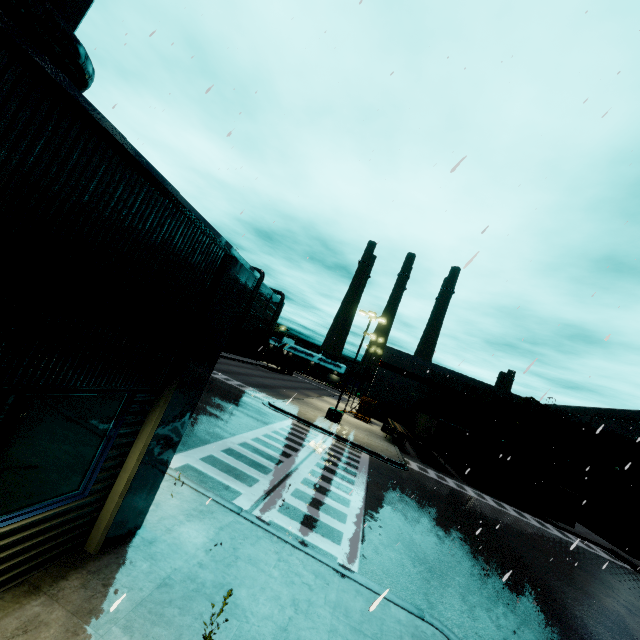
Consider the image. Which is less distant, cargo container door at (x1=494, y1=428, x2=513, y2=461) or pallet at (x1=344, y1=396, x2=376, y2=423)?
cargo container door at (x1=494, y1=428, x2=513, y2=461)

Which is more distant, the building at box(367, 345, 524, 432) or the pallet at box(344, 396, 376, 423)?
the building at box(367, 345, 524, 432)

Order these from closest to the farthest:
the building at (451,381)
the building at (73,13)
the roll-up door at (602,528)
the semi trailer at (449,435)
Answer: the building at (73,13), the roll-up door at (602,528), the semi trailer at (449,435), the building at (451,381)

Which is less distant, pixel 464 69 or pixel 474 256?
pixel 474 256

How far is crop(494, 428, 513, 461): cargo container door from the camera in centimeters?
2466cm

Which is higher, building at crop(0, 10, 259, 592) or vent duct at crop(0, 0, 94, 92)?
vent duct at crop(0, 0, 94, 92)

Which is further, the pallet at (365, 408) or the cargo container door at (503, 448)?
the pallet at (365, 408)

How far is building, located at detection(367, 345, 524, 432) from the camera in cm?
4550
